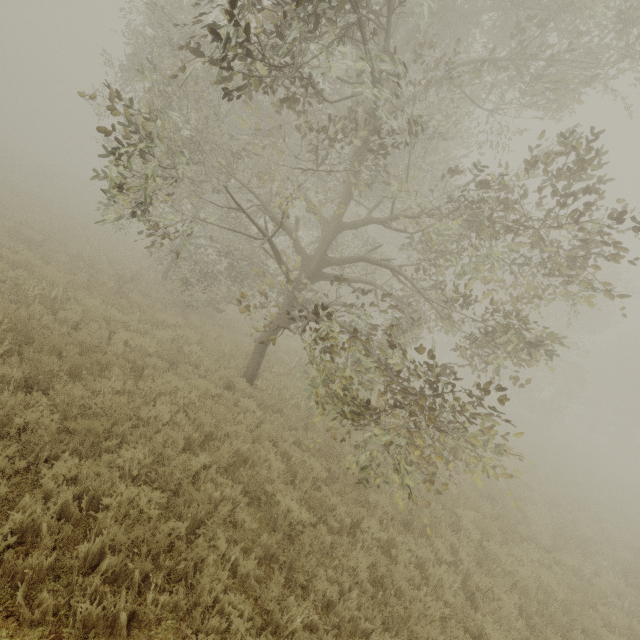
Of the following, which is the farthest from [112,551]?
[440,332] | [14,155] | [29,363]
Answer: [14,155]
